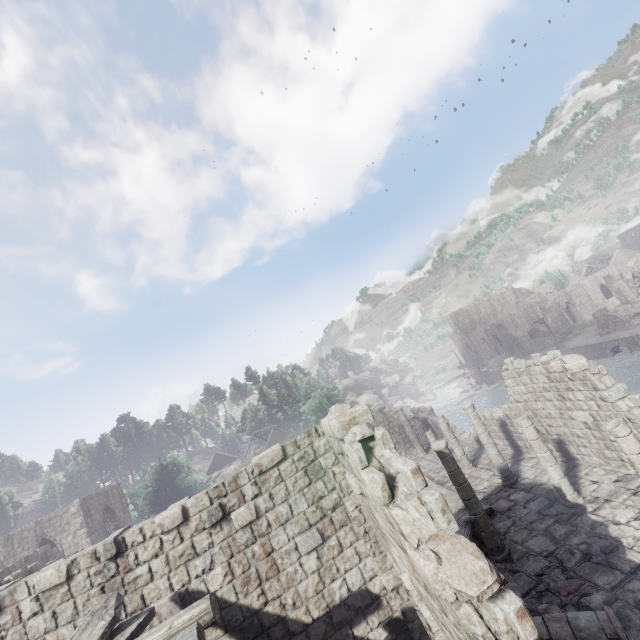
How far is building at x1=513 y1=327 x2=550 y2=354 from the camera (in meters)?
54.28

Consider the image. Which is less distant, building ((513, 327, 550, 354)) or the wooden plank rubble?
the wooden plank rubble

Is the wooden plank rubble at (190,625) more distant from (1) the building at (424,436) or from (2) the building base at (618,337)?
(2) the building base at (618,337)

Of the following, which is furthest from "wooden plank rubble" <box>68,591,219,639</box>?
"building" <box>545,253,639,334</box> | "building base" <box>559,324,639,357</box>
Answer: "building base" <box>559,324,639,357</box>

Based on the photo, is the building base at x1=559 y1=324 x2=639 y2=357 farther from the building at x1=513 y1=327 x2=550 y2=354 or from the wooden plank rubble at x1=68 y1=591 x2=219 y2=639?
the wooden plank rubble at x1=68 y1=591 x2=219 y2=639

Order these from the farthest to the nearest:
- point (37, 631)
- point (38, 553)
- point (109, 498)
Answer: point (109, 498), point (38, 553), point (37, 631)

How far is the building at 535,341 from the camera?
54.3 meters
